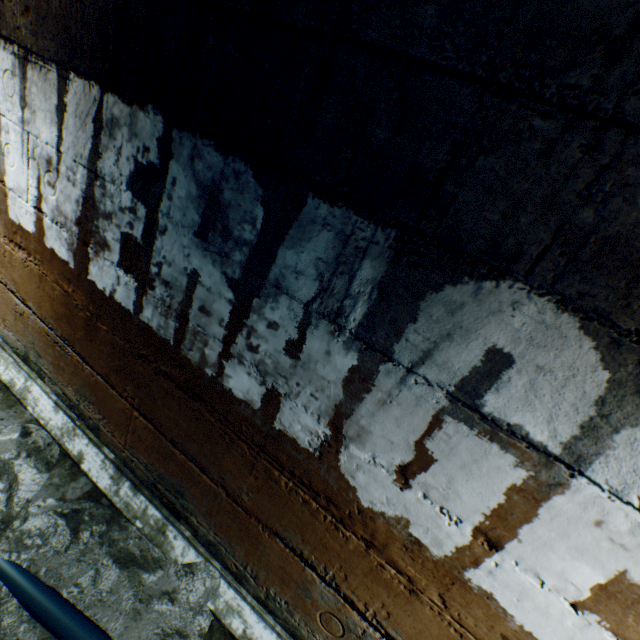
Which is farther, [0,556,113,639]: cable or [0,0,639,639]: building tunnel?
[0,556,113,639]: cable

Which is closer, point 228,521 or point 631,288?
point 631,288

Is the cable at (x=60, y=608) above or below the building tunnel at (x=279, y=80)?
below

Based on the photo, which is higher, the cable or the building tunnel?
the building tunnel

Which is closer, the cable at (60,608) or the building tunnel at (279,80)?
the building tunnel at (279,80)
